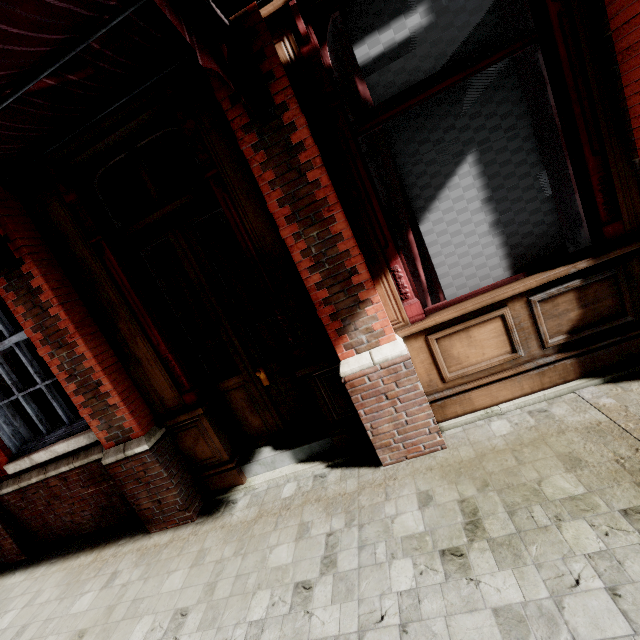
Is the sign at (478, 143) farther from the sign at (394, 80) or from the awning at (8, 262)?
the awning at (8, 262)

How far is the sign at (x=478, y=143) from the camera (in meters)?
2.39

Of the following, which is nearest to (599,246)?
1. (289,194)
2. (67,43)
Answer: (289,194)

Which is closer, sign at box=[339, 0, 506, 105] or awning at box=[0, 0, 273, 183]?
awning at box=[0, 0, 273, 183]

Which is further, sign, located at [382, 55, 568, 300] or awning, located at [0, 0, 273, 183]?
sign, located at [382, 55, 568, 300]

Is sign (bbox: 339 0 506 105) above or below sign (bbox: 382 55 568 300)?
above

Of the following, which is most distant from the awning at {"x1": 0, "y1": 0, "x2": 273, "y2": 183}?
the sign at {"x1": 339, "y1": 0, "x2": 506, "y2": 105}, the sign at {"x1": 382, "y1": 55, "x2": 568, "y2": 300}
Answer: the sign at {"x1": 382, "y1": 55, "x2": 568, "y2": 300}

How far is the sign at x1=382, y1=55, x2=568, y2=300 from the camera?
2.39m
